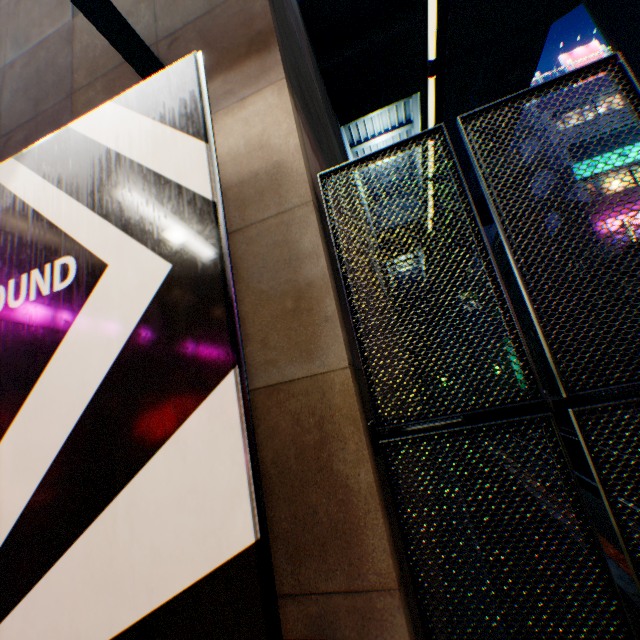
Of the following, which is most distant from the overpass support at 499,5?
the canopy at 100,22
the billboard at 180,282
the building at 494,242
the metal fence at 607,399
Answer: the billboard at 180,282

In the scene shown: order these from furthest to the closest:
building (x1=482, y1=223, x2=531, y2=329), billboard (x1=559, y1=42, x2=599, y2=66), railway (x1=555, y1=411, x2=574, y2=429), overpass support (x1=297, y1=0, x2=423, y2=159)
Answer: building (x1=482, y1=223, x2=531, y2=329) < billboard (x1=559, y1=42, x2=599, y2=66) < railway (x1=555, y1=411, x2=574, y2=429) < overpass support (x1=297, y1=0, x2=423, y2=159)

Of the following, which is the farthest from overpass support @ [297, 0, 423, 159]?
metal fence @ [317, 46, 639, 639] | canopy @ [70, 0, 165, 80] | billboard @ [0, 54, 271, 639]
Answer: billboard @ [0, 54, 271, 639]

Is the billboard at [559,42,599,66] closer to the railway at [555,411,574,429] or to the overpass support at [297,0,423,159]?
the overpass support at [297,0,423,159]

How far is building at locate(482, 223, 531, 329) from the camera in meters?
27.8

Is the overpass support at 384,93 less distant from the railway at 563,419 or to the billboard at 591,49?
the railway at 563,419

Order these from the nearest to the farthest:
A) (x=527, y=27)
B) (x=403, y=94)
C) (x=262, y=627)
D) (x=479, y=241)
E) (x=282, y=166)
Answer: (x=262, y=627) → (x=479, y=241) → (x=282, y=166) → (x=527, y=27) → (x=403, y=94)

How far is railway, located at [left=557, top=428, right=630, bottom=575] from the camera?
4.64m
